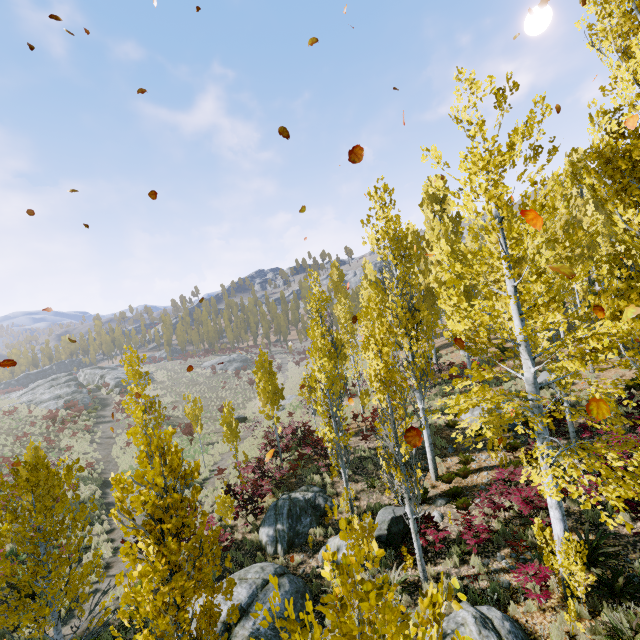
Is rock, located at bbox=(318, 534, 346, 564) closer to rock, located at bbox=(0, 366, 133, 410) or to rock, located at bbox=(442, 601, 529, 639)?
rock, located at bbox=(442, 601, 529, 639)

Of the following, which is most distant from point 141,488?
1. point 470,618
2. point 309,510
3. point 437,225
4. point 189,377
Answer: point 189,377

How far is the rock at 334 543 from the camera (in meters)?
11.16

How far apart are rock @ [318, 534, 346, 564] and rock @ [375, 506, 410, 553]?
0.3 meters

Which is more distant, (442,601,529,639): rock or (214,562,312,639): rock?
(214,562,312,639): rock

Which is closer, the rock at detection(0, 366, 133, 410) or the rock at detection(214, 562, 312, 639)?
the rock at detection(214, 562, 312, 639)

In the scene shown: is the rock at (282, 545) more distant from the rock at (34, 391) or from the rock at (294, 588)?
the rock at (34, 391)

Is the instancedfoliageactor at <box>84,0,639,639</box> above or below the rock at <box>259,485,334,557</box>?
above
